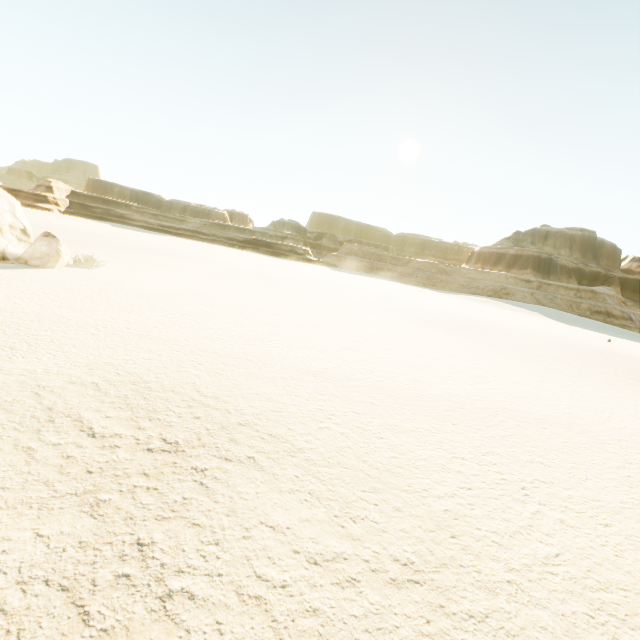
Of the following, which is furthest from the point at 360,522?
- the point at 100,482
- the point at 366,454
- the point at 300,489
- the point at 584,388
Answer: the point at 584,388
